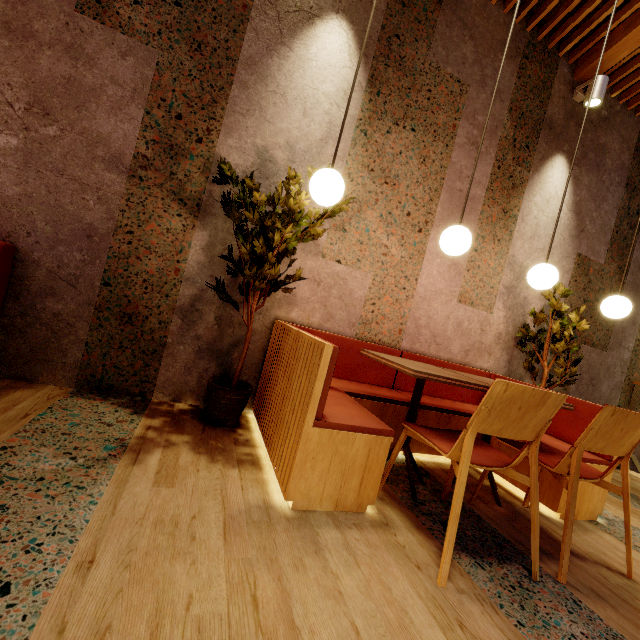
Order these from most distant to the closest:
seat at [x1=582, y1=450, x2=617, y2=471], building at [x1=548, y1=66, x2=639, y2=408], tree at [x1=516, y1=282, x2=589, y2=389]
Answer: building at [x1=548, y1=66, x2=639, y2=408]
tree at [x1=516, y1=282, x2=589, y2=389]
seat at [x1=582, y1=450, x2=617, y2=471]

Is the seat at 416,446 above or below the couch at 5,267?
below

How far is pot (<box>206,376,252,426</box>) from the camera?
2.16m

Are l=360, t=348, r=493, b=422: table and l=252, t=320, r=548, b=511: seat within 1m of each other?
yes

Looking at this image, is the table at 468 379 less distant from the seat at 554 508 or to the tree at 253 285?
the seat at 554 508

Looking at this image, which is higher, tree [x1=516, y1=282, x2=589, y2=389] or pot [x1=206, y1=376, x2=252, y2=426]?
tree [x1=516, y1=282, x2=589, y2=389]

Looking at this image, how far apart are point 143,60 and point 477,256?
3.2 meters

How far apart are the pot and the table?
0.9m
